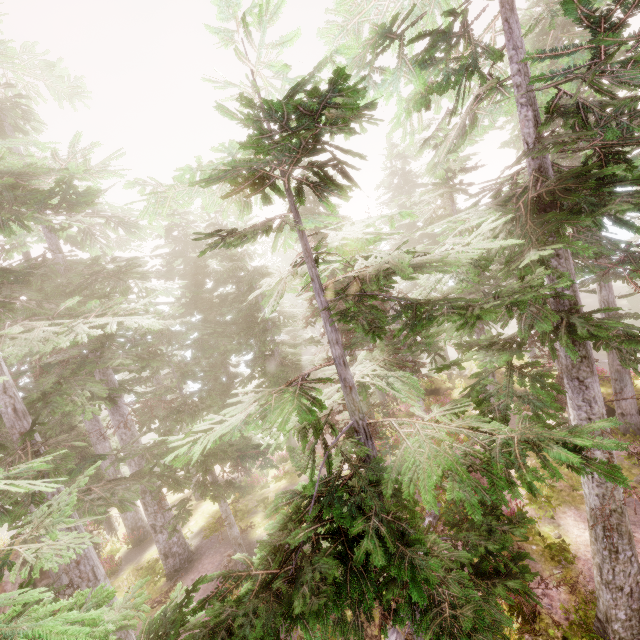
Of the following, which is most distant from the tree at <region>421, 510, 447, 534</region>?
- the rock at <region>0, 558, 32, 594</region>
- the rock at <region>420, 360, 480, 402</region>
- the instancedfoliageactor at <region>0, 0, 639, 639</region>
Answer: the rock at <region>0, 558, 32, 594</region>

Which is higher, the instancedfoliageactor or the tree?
the instancedfoliageactor

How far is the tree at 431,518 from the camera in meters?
9.9

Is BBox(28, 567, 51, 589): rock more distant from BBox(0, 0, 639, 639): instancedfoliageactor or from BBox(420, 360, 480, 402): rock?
BBox(420, 360, 480, 402): rock

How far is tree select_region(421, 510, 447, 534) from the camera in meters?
9.9

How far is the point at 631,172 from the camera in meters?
6.9

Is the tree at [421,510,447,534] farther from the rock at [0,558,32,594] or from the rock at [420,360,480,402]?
the rock at [0,558,32,594]

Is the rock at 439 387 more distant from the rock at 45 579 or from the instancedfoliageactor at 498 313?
the rock at 45 579
